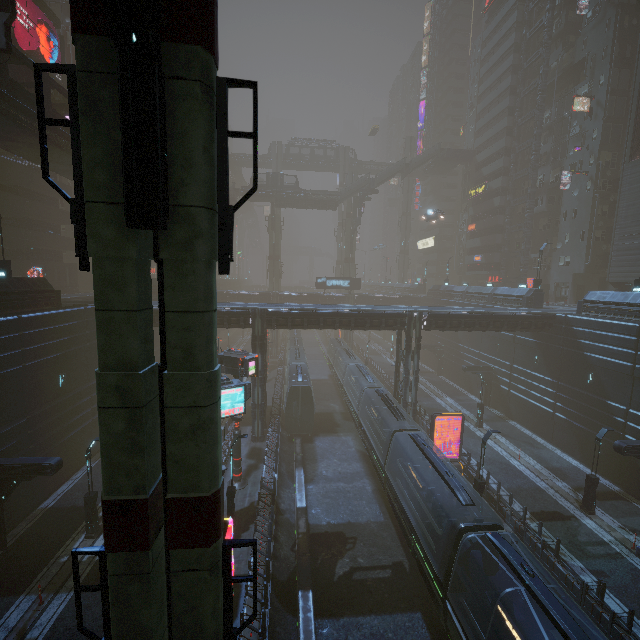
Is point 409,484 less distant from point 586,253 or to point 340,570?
point 340,570

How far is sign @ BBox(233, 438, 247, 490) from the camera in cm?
2198

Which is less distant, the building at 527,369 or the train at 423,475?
the train at 423,475

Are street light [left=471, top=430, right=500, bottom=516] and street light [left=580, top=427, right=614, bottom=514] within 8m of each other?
yes

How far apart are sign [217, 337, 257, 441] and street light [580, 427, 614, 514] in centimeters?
2153cm

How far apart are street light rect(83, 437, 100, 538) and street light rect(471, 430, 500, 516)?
21.5m

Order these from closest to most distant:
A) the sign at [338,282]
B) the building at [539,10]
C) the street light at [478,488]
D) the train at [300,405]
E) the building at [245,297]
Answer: the street light at [478,488]
the train at [300,405]
the building at [539,10]
the sign at [338,282]
the building at [245,297]

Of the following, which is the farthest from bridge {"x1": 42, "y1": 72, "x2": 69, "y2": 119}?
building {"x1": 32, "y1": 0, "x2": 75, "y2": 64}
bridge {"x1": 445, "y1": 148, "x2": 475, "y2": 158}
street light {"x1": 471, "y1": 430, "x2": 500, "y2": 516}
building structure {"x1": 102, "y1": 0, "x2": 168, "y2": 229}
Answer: bridge {"x1": 445, "y1": 148, "x2": 475, "y2": 158}
